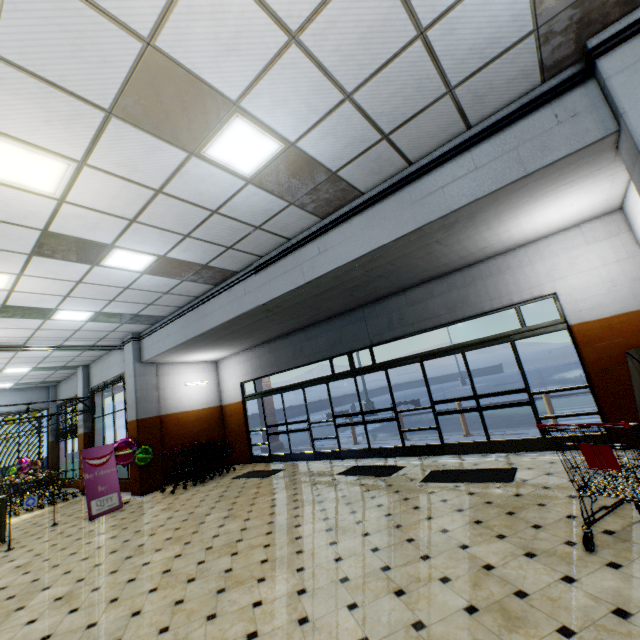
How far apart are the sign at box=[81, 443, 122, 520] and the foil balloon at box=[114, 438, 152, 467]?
0.10m

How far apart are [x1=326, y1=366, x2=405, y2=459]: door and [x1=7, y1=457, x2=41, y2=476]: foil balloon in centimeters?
1461cm

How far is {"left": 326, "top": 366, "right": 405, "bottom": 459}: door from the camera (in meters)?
8.17

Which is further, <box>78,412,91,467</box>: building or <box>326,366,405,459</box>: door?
<box>78,412,91,467</box>: building

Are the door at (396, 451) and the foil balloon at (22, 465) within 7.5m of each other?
no

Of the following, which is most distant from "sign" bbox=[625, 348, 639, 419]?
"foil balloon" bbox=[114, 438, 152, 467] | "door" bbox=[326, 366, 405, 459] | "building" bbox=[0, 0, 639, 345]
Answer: "foil balloon" bbox=[114, 438, 152, 467]

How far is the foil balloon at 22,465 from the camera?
14.52m

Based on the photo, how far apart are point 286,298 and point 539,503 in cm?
535
